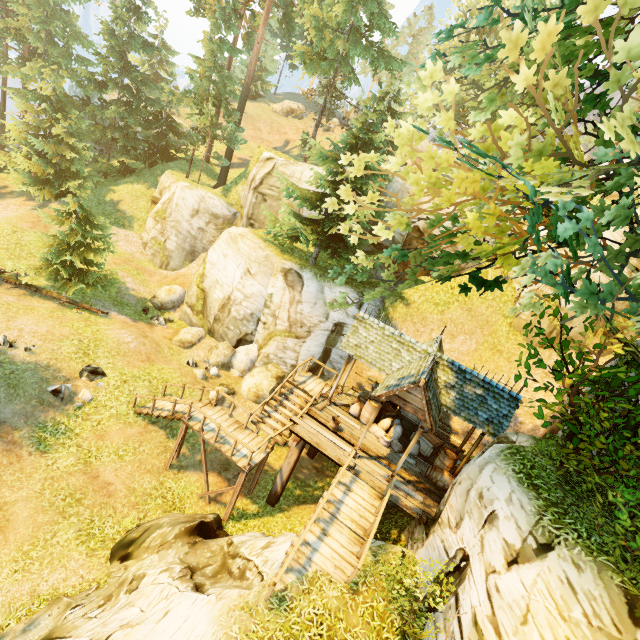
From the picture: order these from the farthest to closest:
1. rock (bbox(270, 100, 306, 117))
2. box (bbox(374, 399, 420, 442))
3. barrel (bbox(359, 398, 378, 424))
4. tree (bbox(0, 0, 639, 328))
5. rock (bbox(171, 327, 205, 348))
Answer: rock (bbox(270, 100, 306, 117)) < rock (bbox(171, 327, 205, 348)) < box (bbox(374, 399, 420, 442)) < barrel (bbox(359, 398, 378, 424)) < tree (bbox(0, 0, 639, 328))

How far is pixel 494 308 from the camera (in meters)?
19.09

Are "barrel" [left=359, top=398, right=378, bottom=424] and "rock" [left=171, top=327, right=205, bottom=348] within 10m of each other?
no

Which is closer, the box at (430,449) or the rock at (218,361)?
the box at (430,449)

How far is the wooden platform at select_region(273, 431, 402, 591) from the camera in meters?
8.8 m

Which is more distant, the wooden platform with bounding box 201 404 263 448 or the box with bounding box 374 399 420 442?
the box with bounding box 374 399 420 442

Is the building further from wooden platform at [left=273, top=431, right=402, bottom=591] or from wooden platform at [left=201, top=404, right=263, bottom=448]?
wooden platform at [left=201, top=404, right=263, bottom=448]

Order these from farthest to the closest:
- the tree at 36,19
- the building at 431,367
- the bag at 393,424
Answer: the bag at 393,424
the building at 431,367
the tree at 36,19
